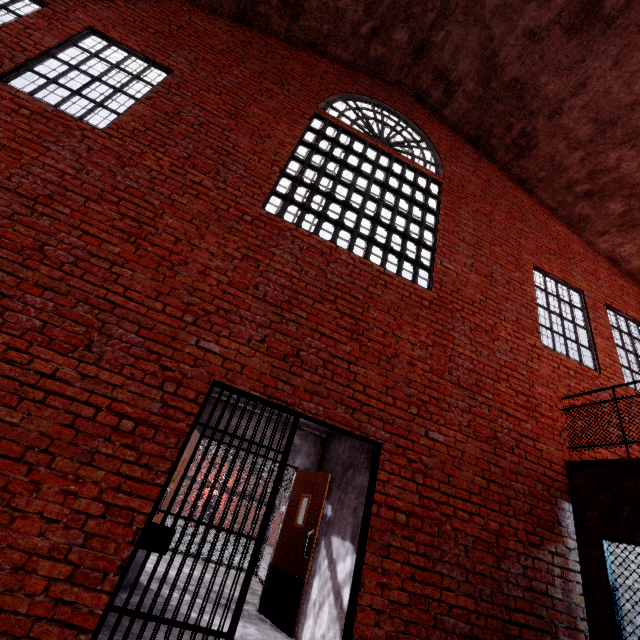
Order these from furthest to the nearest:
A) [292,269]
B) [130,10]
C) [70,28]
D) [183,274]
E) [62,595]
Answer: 1. [130,10]
2. [70,28]
3. [292,269]
4. [183,274]
5. [62,595]

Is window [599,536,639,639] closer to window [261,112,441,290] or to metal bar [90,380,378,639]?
metal bar [90,380,378,639]

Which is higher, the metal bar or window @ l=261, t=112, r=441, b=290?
window @ l=261, t=112, r=441, b=290

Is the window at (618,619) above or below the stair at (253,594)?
above

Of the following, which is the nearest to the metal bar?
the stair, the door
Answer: the door

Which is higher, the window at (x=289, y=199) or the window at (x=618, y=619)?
the window at (x=289, y=199)

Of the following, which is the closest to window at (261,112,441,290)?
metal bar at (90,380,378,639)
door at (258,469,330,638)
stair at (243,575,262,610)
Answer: metal bar at (90,380,378,639)

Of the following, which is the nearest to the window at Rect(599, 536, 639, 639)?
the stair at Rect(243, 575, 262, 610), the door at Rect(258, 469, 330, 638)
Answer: the door at Rect(258, 469, 330, 638)
